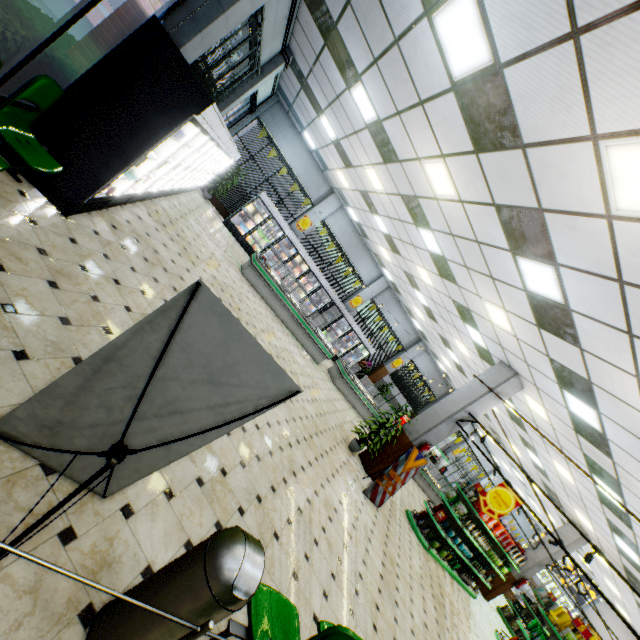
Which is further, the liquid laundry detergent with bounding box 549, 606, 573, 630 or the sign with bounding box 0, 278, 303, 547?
the liquid laundry detergent with bounding box 549, 606, 573, 630

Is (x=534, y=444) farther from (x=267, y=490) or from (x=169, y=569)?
(x=169, y=569)

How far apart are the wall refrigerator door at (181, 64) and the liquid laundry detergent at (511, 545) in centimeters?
1384cm

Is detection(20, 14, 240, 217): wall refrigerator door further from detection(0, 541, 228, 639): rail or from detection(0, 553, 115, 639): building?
detection(0, 541, 228, 639): rail

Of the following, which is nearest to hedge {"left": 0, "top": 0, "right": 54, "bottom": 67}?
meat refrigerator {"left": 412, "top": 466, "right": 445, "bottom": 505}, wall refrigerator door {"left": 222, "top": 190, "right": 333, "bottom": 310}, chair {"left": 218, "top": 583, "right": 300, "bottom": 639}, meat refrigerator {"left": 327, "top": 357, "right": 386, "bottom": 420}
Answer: wall refrigerator door {"left": 222, "top": 190, "right": 333, "bottom": 310}

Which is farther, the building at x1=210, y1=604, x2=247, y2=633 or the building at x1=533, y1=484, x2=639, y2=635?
the building at x1=533, y1=484, x2=639, y2=635

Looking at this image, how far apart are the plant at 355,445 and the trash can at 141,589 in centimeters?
727cm

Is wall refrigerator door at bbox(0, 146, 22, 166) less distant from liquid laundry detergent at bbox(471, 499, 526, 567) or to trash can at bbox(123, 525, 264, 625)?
trash can at bbox(123, 525, 264, 625)
